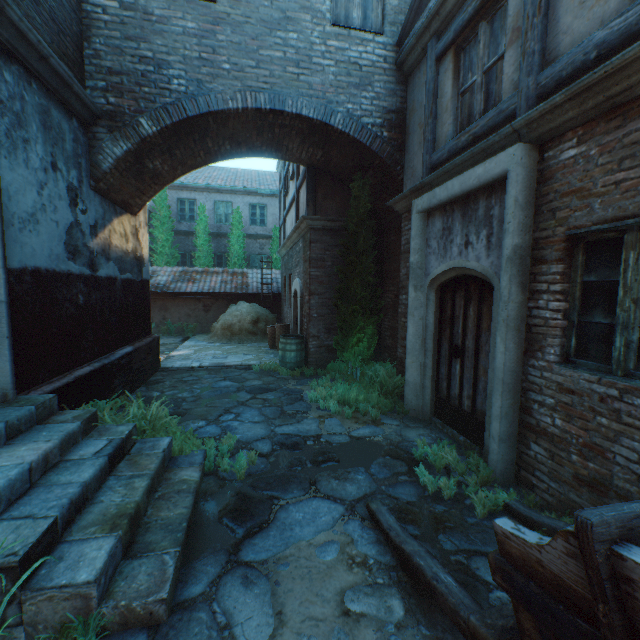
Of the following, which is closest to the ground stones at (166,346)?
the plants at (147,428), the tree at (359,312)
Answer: the plants at (147,428)

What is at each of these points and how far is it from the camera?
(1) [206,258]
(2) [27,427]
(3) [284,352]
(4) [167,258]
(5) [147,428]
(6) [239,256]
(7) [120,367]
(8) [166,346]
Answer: (1) tree, 18.1m
(2) stairs, 3.1m
(3) barrel, 8.4m
(4) tree, 17.6m
(5) plants, 4.1m
(6) tree, 18.5m
(7) building, 6.0m
(8) ground stones, 12.1m

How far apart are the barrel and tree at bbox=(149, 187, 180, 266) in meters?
11.6

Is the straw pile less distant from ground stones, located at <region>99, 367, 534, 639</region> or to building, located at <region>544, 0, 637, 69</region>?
building, located at <region>544, 0, 637, 69</region>

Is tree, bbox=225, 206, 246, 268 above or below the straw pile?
above

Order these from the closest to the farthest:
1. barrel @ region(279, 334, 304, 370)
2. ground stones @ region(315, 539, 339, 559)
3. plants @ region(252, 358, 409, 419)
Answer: ground stones @ region(315, 539, 339, 559) < plants @ region(252, 358, 409, 419) < barrel @ region(279, 334, 304, 370)

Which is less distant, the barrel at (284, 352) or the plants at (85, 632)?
the plants at (85, 632)

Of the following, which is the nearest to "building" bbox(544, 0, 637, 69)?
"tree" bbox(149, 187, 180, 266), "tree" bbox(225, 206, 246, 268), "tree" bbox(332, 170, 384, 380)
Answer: "tree" bbox(332, 170, 384, 380)
